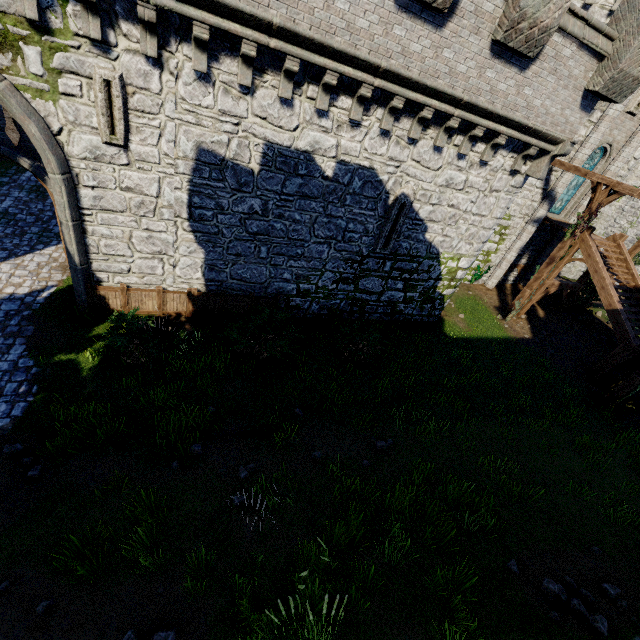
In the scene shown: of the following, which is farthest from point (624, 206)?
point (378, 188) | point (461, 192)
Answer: point (378, 188)

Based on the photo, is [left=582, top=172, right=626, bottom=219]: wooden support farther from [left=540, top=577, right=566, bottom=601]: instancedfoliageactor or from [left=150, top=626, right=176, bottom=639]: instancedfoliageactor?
[left=150, top=626, right=176, bottom=639]: instancedfoliageactor

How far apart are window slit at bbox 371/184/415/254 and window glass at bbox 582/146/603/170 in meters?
12.9 m

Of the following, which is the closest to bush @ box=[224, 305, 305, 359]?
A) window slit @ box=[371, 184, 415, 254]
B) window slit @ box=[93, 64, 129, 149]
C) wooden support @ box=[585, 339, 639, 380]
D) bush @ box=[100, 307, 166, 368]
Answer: bush @ box=[100, 307, 166, 368]

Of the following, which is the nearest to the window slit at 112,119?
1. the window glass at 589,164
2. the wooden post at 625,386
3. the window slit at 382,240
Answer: the window slit at 382,240

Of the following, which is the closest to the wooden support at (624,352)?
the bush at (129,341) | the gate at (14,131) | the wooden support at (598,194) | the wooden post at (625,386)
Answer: the wooden post at (625,386)

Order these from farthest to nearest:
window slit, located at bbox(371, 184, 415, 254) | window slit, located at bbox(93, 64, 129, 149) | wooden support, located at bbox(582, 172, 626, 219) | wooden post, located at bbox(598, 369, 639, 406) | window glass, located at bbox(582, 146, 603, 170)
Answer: window glass, located at bbox(582, 146, 603, 170) → wooden support, located at bbox(582, 172, 626, 219) → wooden post, located at bbox(598, 369, 639, 406) → window slit, located at bbox(371, 184, 415, 254) → window slit, located at bbox(93, 64, 129, 149)

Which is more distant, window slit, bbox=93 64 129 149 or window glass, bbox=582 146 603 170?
window glass, bbox=582 146 603 170
